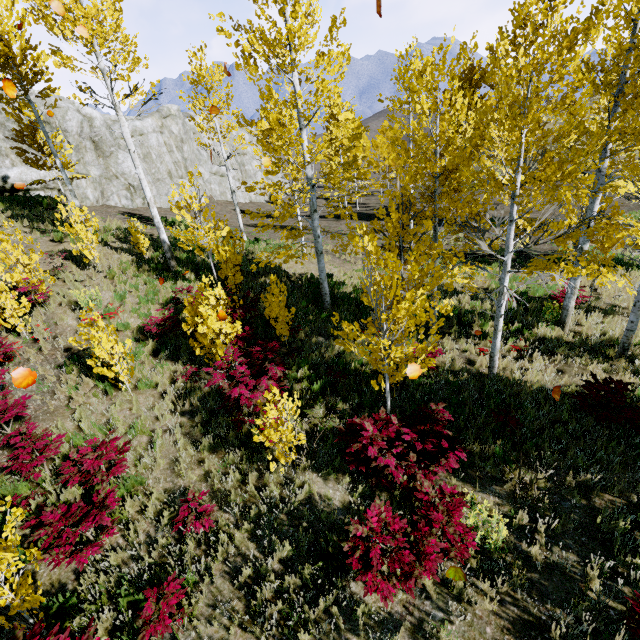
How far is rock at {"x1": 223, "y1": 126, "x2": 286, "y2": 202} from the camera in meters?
35.8 m

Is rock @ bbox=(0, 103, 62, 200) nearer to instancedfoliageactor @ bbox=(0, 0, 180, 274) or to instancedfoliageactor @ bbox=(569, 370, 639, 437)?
instancedfoliageactor @ bbox=(0, 0, 180, 274)

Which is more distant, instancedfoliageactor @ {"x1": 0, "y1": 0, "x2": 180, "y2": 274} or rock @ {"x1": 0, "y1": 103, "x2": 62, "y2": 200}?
rock @ {"x1": 0, "y1": 103, "x2": 62, "y2": 200}

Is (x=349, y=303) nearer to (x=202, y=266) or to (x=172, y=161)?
(x=202, y=266)

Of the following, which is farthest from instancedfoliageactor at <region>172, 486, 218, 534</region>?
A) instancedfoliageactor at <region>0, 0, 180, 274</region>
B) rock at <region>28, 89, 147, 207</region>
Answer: rock at <region>28, 89, 147, 207</region>

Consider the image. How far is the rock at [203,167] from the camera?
26.1 meters

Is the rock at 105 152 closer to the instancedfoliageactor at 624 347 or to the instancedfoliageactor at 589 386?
the instancedfoliageactor at 624 347

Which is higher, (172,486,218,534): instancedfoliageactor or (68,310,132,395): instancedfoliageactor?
(68,310,132,395): instancedfoliageactor
